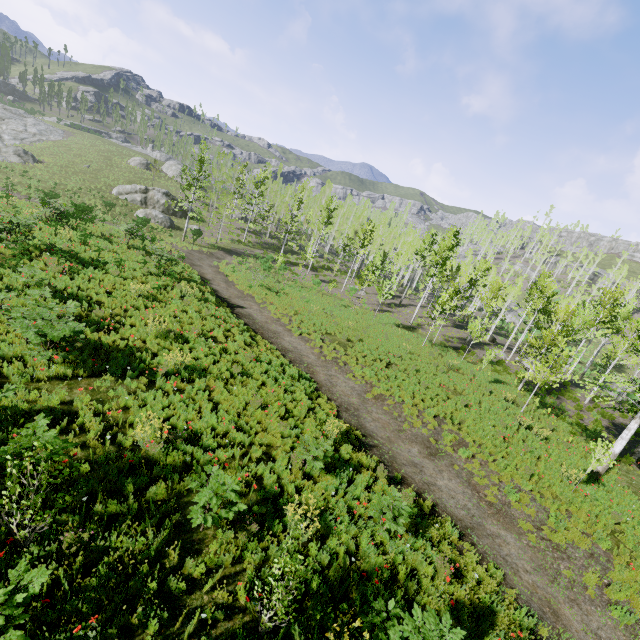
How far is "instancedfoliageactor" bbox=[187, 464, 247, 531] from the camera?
5.4m

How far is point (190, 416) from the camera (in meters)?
8.57

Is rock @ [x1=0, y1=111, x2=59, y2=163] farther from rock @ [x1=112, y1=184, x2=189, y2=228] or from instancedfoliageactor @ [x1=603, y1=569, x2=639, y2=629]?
rock @ [x1=112, y1=184, x2=189, y2=228]

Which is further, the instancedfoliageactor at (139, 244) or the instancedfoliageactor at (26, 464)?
the instancedfoliageactor at (139, 244)

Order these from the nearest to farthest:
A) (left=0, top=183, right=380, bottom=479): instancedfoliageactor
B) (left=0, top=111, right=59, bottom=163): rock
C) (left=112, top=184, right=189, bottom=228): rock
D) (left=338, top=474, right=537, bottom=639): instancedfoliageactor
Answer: (left=338, top=474, right=537, bottom=639): instancedfoliageactor → (left=0, top=183, right=380, bottom=479): instancedfoliageactor → (left=112, top=184, right=189, bottom=228): rock → (left=0, top=111, right=59, bottom=163): rock

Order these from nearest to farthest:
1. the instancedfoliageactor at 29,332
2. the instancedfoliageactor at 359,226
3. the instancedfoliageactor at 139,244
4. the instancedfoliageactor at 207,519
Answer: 1. the instancedfoliageactor at 207,519
2. the instancedfoliageactor at 29,332
3. the instancedfoliageactor at 139,244
4. the instancedfoliageactor at 359,226

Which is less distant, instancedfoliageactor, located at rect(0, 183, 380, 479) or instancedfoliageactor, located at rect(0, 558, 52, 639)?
instancedfoliageactor, located at rect(0, 558, 52, 639)
